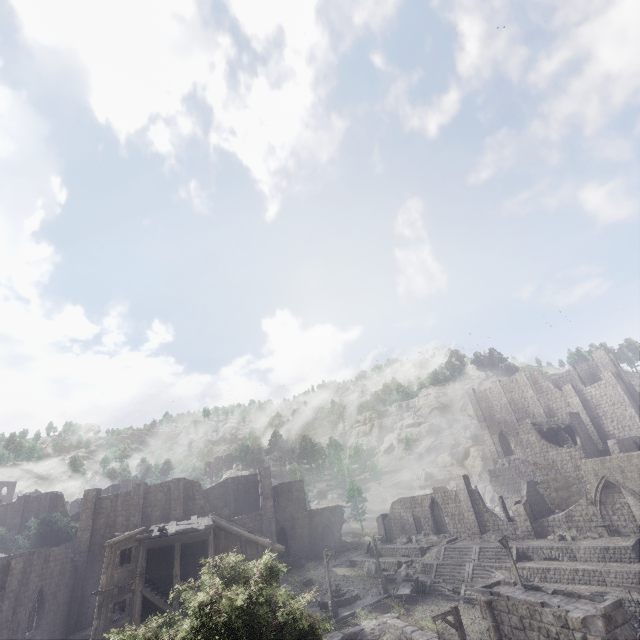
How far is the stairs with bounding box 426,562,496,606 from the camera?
27.61m

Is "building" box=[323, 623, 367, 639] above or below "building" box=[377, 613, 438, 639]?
below

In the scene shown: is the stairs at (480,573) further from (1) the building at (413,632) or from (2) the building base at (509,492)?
(2) the building base at (509,492)

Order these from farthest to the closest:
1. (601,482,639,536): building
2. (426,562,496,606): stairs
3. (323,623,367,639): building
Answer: (426,562,496,606): stairs < (601,482,639,536): building < (323,623,367,639): building

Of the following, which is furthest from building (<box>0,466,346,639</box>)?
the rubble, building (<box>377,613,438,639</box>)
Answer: building (<box>377,613,438,639</box>)

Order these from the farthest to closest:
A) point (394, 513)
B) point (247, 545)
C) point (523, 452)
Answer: point (523, 452) → point (394, 513) → point (247, 545)

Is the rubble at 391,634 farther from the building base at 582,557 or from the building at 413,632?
the building base at 582,557

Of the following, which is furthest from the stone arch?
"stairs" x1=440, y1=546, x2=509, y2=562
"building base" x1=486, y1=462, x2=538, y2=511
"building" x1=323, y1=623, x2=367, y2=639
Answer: "building base" x1=486, y1=462, x2=538, y2=511
